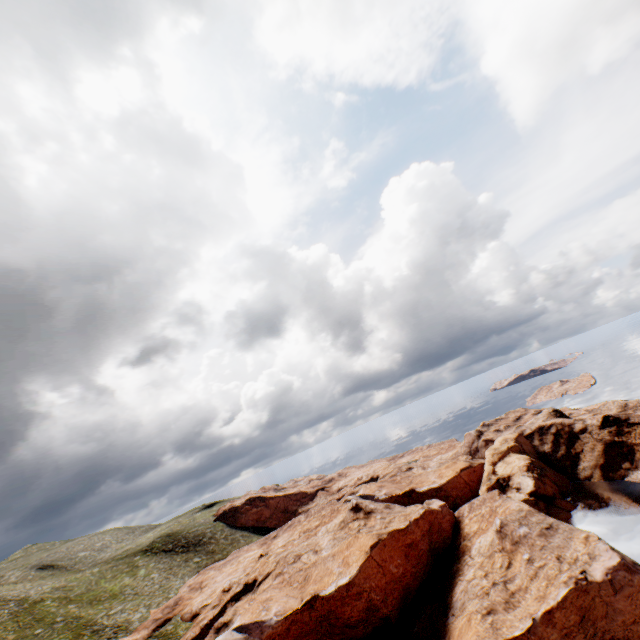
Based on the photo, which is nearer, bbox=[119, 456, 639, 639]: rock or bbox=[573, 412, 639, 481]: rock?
bbox=[119, 456, 639, 639]: rock

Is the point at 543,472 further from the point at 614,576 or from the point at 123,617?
the point at 123,617

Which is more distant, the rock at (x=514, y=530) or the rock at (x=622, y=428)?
the rock at (x=622, y=428)
